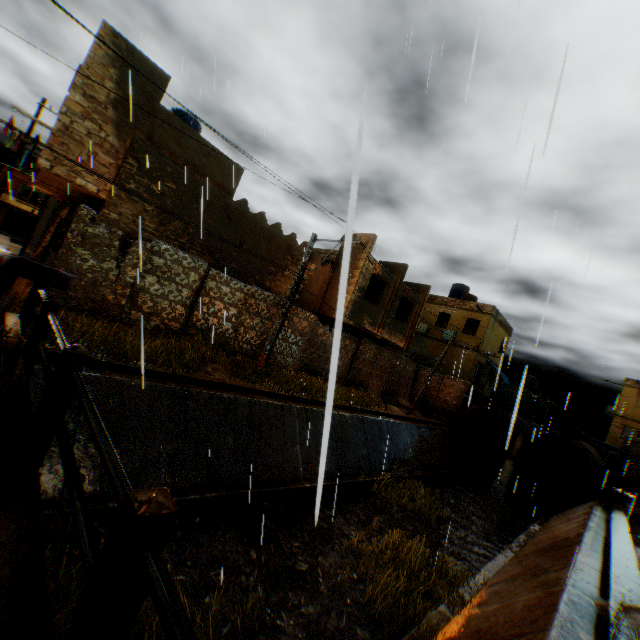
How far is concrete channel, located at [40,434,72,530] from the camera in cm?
562

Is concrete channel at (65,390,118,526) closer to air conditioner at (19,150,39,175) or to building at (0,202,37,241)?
building at (0,202,37,241)

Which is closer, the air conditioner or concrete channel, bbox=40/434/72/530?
concrete channel, bbox=40/434/72/530

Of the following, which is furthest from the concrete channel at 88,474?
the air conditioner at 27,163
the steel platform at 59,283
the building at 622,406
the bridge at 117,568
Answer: the building at 622,406

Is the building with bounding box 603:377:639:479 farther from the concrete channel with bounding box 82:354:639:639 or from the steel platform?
the steel platform

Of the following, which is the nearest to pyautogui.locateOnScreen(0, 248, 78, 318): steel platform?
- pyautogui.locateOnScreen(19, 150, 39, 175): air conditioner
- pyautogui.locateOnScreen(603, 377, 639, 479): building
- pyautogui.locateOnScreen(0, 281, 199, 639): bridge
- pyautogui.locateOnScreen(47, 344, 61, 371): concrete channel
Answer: pyautogui.locateOnScreen(0, 281, 199, 639): bridge

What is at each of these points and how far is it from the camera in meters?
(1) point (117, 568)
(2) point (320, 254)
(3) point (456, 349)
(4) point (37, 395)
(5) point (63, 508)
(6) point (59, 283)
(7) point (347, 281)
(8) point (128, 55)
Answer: (1) bridge, 1.3 m
(2) building, 19.9 m
(3) building, 27.0 m
(4) concrete channel, 6.2 m
(5) concrete channel, 5.7 m
(6) steel platform, 2.7 m
(7) building, 17.3 m
(8) building, 10.4 m

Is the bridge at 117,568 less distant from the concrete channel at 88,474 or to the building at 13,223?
the concrete channel at 88,474
